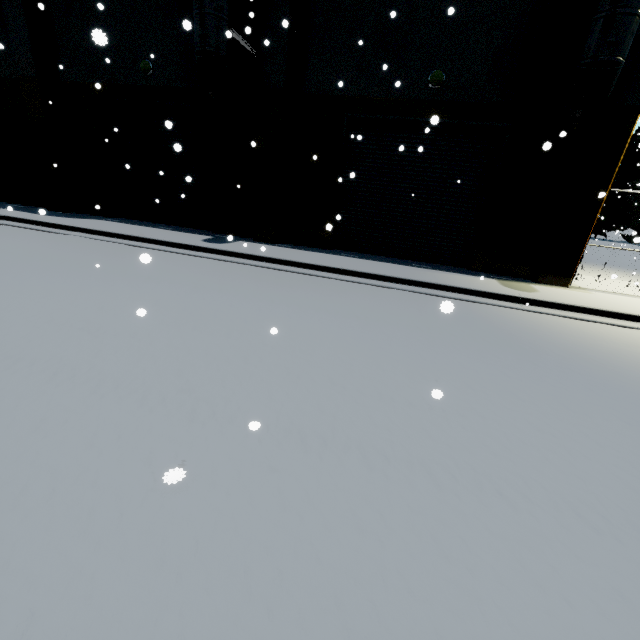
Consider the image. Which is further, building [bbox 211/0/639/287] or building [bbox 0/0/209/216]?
building [bbox 0/0/209/216]

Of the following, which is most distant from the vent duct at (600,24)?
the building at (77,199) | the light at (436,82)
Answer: the light at (436,82)

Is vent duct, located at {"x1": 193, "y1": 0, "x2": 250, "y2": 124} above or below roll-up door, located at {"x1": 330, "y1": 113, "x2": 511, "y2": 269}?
above

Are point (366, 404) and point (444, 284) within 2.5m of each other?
no

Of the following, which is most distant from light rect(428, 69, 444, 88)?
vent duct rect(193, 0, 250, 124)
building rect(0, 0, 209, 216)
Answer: vent duct rect(193, 0, 250, 124)

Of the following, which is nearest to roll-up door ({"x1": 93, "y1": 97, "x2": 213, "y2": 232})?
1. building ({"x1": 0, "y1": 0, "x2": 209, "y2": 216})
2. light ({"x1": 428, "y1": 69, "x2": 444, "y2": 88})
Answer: building ({"x1": 0, "y1": 0, "x2": 209, "y2": 216})

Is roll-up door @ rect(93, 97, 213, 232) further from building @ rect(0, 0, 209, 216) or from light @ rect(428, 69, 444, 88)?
light @ rect(428, 69, 444, 88)

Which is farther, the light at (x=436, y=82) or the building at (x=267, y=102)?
the light at (x=436, y=82)
